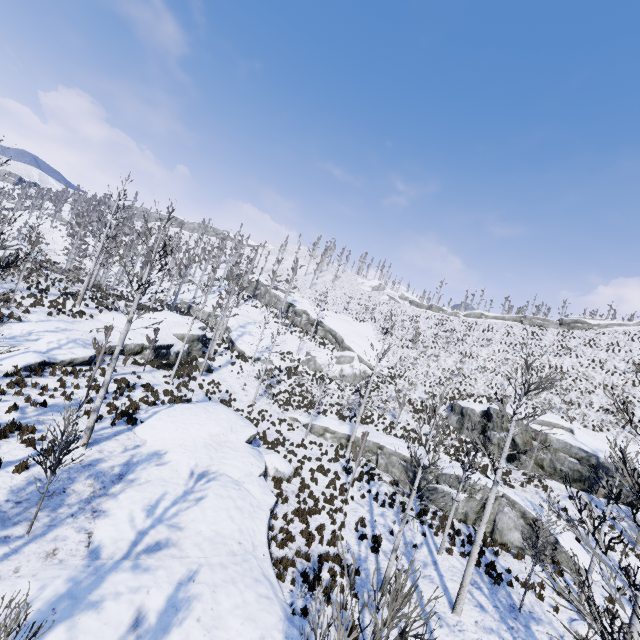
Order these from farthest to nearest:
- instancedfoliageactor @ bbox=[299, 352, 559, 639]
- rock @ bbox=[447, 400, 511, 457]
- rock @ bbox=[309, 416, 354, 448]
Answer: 1. rock @ bbox=[447, 400, 511, 457]
2. rock @ bbox=[309, 416, 354, 448]
3. instancedfoliageactor @ bbox=[299, 352, 559, 639]

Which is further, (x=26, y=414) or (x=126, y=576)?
(x=26, y=414)

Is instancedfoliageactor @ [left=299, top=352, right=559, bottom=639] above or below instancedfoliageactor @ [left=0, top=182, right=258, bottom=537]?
below

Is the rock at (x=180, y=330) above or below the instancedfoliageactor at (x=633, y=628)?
below

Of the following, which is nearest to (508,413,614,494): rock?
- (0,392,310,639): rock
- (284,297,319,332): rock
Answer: (284,297,319,332): rock

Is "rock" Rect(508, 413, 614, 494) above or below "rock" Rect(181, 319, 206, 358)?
above

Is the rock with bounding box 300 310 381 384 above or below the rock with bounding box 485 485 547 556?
above

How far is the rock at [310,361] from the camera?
38.06m
